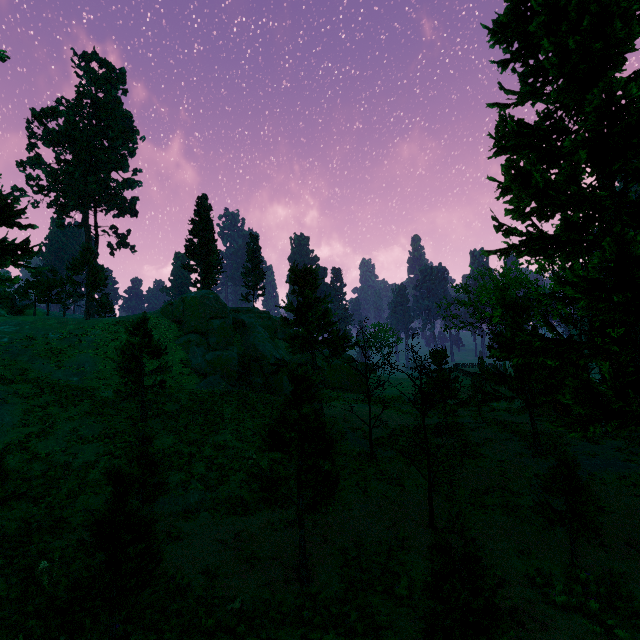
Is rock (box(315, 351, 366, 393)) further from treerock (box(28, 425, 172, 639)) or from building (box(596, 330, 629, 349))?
building (box(596, 330, 629, 349))

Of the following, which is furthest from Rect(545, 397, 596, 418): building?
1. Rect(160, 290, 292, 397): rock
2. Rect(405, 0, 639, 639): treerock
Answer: Rect(160, 290, 292, 397): rock

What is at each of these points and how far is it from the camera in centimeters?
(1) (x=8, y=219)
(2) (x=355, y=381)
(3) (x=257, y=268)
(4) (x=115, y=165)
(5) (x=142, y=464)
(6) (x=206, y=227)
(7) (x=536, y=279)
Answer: (1) treerock, 2212cm
(2) rock, 3969cm
(3) treerock, 5875cm
(4) treerock, 4997cm
(5) treerock, 1095cm
(6) treerock, 4353cm
(7) treerock, 1945cm

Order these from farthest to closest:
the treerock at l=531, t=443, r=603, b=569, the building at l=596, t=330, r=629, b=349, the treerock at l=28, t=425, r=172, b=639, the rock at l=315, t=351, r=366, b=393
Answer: the rock at l=315, t=351, r=366, b=393 → the building at l=596, t=330, r=629, b=349 → the treerock at l=531, t=443, r=603, b=569 → the treerock at l=28, t=425, r=172, b=639

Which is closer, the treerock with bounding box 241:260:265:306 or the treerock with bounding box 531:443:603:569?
the treerock with bounding box 531:443:603:569

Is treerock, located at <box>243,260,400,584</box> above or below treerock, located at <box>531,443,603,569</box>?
above

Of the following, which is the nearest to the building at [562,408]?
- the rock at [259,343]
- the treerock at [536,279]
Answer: the treerock at [536,279]

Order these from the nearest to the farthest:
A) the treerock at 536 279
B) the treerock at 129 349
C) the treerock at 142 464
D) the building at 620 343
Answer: the treerock at 142 464, the treerock at 536 279, the treerock at 129 349, the building at 620 343
